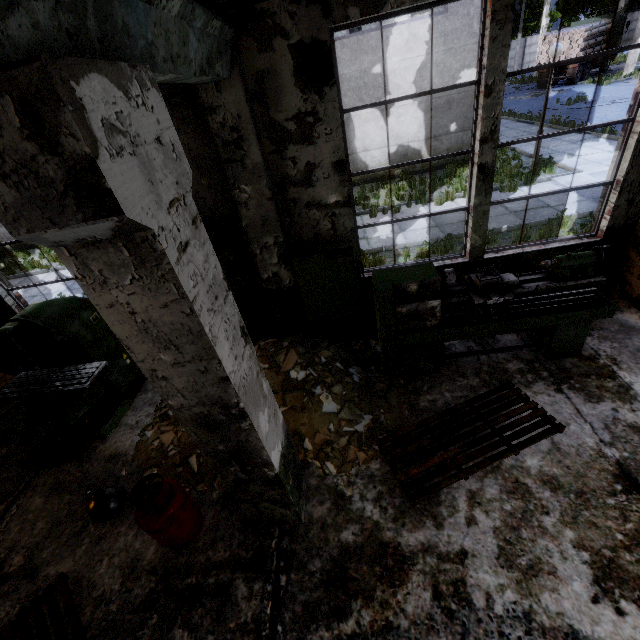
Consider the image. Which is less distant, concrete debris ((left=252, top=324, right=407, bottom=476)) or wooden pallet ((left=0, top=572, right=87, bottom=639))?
wooden pallet ((left=0, top=572, right=87, bottom=639))

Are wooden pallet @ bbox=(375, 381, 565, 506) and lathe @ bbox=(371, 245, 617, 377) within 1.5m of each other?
yes

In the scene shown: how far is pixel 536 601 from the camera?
2.6m

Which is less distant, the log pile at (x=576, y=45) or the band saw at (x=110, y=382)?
the band saw at (x=110, y=382)

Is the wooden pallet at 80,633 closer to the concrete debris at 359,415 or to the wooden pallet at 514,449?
the concrete debris at 359,415

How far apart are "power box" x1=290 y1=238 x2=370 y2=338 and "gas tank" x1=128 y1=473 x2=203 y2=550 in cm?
298

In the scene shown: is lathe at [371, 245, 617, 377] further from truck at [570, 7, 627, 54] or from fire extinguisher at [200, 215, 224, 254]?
truck at [570, 7, 627, 54]

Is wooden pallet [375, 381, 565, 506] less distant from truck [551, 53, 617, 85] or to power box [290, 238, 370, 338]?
power box [290, 238, 370, 338]
